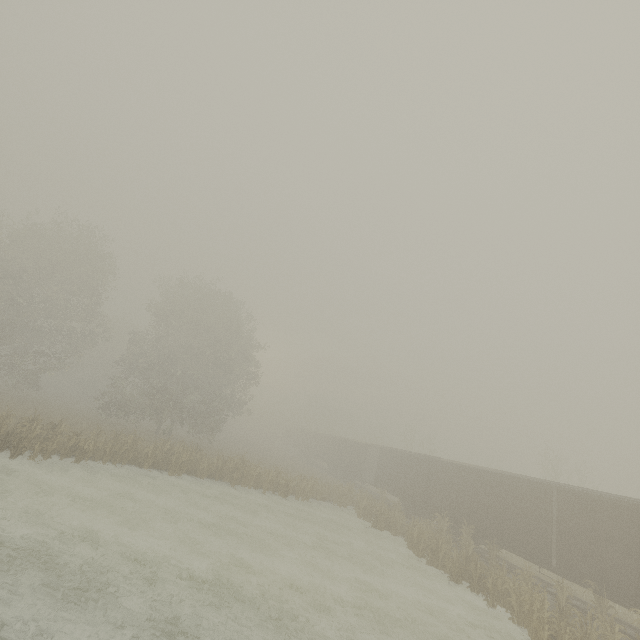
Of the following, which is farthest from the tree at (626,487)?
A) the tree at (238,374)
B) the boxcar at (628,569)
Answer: the tree at (238,374)

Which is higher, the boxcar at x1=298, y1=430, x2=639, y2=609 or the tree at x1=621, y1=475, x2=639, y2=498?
the tree at x1=621, y1=475, x2=639, y2=498

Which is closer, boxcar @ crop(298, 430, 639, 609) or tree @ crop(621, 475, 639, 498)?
boxcar @ crop(298, 430, 639, 609)

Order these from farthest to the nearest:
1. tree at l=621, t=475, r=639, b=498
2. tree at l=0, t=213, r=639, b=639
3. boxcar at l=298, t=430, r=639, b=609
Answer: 1. tree at l=621, t=475, r=639, b=498
2. tree at l=0, t=213, r=639, b=639
3. boxcar at l=298, t=430, r=639, b=609

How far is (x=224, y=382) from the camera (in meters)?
36.12

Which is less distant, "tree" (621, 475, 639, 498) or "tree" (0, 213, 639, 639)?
"tree" (0, 213, 639, 639)

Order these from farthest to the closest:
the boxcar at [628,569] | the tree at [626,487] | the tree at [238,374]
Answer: the tree at [626,487]
the tree at [238,374]
the boxcar at [628,569]

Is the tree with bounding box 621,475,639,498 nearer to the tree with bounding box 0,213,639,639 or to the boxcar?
the boxcar
